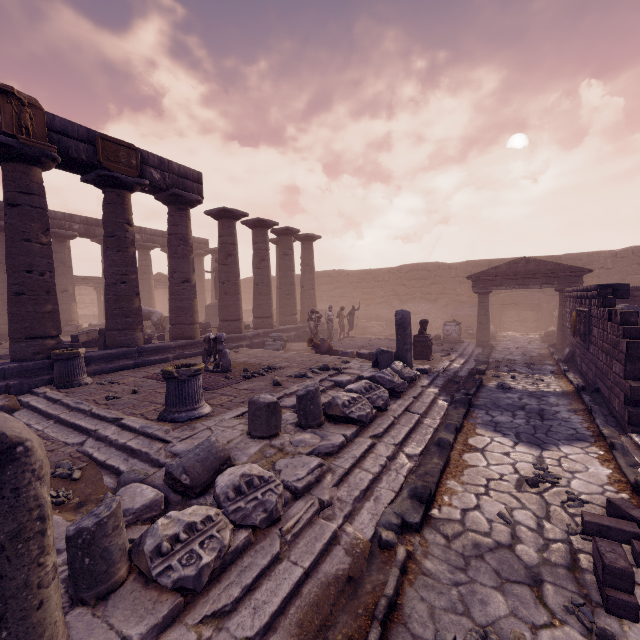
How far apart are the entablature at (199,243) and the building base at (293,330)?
5.29m

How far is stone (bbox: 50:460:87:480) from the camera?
4.40m

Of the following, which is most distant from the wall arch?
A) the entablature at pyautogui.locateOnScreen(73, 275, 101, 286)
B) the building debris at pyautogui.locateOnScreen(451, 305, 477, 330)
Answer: the entablature at pyautogui.locateOnScreen(73, 275, 101, 286)

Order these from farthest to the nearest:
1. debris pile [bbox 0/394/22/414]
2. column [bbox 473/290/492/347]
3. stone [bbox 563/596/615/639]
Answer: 1. column [bbox 473/290/492/347]
2. debris pile [bbox 0/394/22/414]
3. stone [bbox 563/596/615/639]

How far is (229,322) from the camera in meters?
14.1 m

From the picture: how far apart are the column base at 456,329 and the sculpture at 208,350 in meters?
10.6

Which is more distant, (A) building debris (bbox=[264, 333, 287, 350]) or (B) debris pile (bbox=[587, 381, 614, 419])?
(A) building debris (bbox=[264, 333, 287, 350])

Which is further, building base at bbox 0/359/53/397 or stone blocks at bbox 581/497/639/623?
building base at bbox 0/359/53/397
